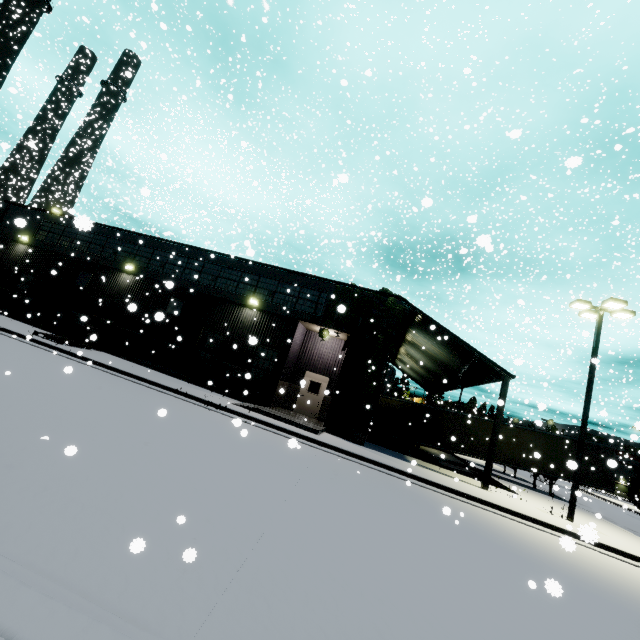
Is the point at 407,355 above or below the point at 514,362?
above

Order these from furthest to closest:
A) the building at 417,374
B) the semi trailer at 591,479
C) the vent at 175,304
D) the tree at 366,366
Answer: the semi trailer at 591,479, the vent at 175,304, the building at 417,374, the tree at 366,366

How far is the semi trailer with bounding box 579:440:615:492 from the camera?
20.36m

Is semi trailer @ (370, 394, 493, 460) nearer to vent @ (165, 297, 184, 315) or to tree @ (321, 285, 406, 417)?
tree @ (321, 285, 406, 417)

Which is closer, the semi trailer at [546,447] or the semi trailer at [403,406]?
the semi trailer at [546,447]

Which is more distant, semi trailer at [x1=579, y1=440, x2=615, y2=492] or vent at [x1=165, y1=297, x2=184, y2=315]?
semi trailer at [x1=579, y1=440, x2=615, y2=492]

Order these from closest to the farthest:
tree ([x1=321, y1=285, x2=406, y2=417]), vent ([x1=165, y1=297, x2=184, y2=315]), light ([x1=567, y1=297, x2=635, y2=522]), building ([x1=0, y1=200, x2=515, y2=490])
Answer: light ([x1=567, y1=297, x2=635, y2=522])
tree ([x1=321, y1=285, x2=406, y2=417])
building ([x1=0, y1=200, x2=515, y2=490])
vent ([x1=165, y1=297, x2=184, y2=315])

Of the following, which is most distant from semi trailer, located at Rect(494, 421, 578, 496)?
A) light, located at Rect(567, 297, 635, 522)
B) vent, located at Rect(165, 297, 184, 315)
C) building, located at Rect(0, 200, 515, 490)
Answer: light, located at Rect(567, 297, 635, 522)
